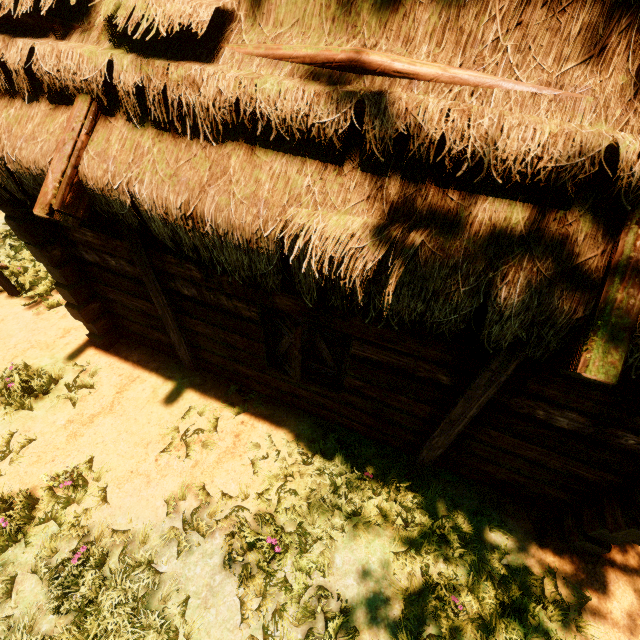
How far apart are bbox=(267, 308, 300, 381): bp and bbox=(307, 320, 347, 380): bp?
0.2m

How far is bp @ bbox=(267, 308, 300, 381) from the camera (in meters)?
3.61

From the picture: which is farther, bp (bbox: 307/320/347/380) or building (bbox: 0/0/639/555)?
bp (bbox: 307/320/347/380)

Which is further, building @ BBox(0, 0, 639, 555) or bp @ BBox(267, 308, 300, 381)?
bp @ BBox(267, 308, 300, 381)

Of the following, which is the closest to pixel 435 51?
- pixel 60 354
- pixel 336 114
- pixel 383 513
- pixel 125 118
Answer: pixel 336 114

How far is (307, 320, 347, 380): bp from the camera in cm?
368

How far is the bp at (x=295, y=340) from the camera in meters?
3.6 m

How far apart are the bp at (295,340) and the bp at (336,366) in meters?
0.2 m
